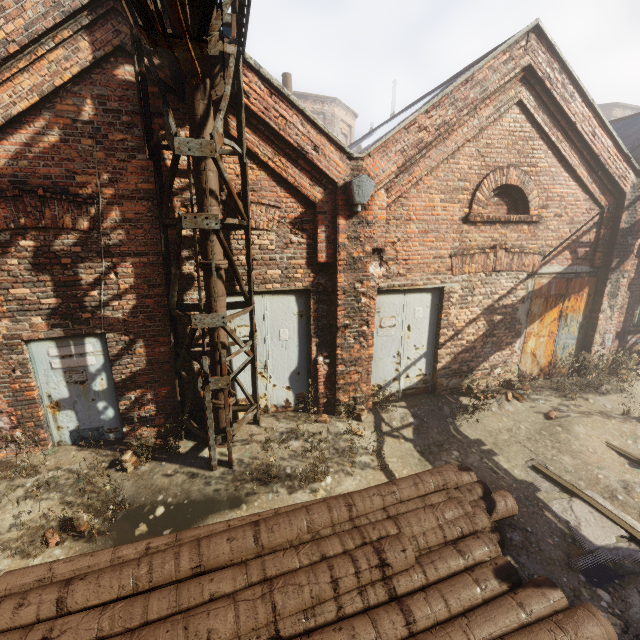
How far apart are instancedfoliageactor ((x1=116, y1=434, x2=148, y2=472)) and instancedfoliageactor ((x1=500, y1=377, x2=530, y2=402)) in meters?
7.9

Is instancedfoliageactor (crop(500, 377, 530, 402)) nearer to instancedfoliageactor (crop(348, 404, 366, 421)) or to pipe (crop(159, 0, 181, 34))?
instancedfoliageactor (crop(348, 404, 366, 421))

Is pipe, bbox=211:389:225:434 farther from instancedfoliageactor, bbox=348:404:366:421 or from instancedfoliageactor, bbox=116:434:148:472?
instancedfoliageactor, bbox=348:404:366:421

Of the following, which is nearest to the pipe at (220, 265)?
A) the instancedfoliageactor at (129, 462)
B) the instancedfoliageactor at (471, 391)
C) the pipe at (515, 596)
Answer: the instancedfoliageactor at (129, 462)

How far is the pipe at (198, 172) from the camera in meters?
4.5

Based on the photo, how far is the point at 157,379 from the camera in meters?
5.6

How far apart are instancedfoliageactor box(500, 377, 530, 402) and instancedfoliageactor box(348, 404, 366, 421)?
3.8m

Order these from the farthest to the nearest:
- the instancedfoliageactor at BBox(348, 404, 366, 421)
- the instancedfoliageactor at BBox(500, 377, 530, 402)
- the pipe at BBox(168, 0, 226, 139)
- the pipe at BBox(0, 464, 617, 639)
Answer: the instancedfoliageactor at BBox(500, 377, 530, 402)
the instancedfoliageactor at BBox(348, 404, 366, 421)
the pipe at BBox(168, 0, 226, 139)
the pipe at BBox(0, 464, 617, 639)
